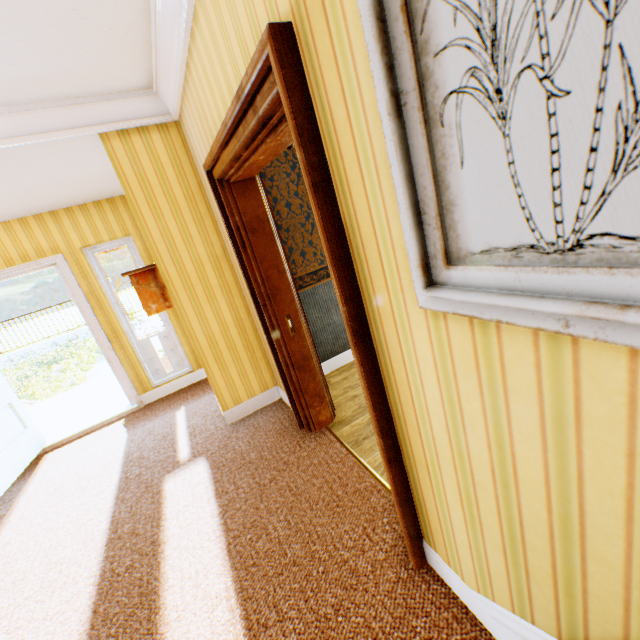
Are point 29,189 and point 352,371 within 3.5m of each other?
no

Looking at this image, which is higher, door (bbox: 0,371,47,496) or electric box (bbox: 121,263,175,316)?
electric box (bbox: 121,263,175,316)

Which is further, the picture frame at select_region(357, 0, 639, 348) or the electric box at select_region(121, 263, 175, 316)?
the electric box at select_region(121, 263, 175, 316)

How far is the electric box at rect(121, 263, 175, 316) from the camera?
3.14m

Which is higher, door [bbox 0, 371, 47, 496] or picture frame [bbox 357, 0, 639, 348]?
picture frame [bbox 357, 0, 639, 348]

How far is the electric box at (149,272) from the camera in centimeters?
314cm

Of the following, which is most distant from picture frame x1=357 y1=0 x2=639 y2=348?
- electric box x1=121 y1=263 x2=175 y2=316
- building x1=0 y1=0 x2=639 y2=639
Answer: electric box x1=121 y1=263 x2=175 y2=316

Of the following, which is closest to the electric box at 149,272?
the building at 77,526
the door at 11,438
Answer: the building at 77,526
